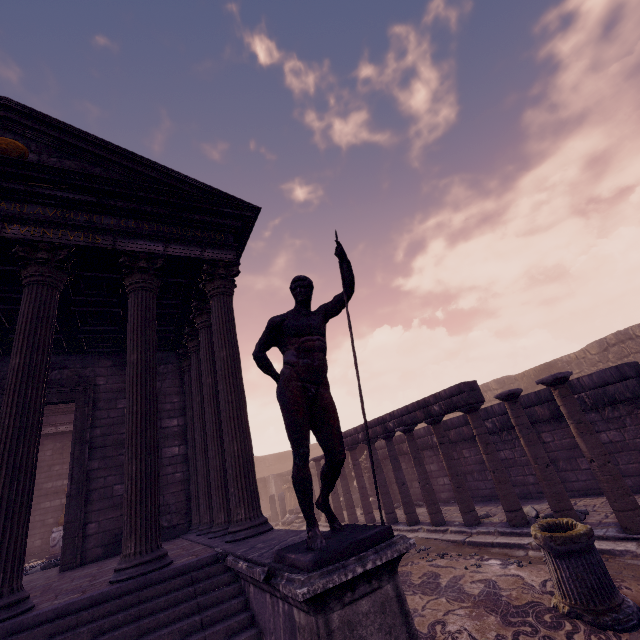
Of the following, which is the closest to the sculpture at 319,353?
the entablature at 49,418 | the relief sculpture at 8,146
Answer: the relief sculpture at 8,146

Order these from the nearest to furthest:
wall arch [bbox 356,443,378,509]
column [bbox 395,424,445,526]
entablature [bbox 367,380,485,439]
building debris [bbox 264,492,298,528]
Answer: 1. entablature [bbox 367,380,485,439]
2. column [bbox 395,424,445,526]
3. wall arch [bbox 356,443,378,509]
4. building debris [bbox 264,492,298,528]

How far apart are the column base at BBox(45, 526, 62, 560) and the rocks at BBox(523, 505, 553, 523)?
13.81m

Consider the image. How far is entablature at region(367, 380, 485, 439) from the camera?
7.68m

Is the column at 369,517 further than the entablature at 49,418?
No

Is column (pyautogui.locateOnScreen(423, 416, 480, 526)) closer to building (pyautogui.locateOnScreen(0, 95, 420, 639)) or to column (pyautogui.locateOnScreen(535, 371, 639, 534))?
column (pyautogui.locateOnScreen(535, 371, 639, 534))

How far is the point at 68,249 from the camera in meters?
5.4 m

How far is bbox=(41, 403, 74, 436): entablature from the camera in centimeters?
1441cm
